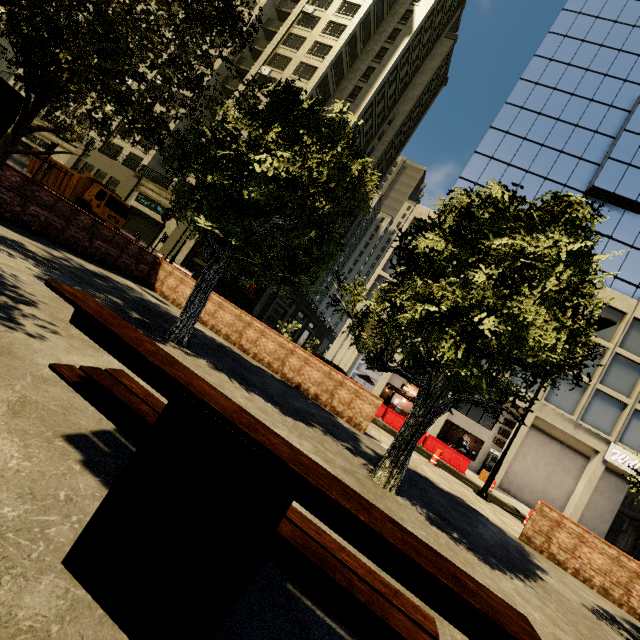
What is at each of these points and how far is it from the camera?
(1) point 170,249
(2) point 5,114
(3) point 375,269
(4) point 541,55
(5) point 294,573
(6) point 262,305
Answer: (1) building, 29.2 meters
(2) phone booth, 7.3 meters
(3) building, 27.1 meters
(4) building, 31.3 meters
(5) bench, 1.5 meters
(6) building, 34.3 meters

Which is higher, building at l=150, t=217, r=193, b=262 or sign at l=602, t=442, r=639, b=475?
sign at l=602, t=442, r=639, b=475

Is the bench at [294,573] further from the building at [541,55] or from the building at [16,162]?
the building at [16,162]

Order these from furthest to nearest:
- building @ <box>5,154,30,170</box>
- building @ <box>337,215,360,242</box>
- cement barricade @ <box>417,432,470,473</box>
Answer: building @ <box>337,215,360,242</box> → building @ <box>5,154,30,170</box> → cement barricade @ <box>417,432,470,473</box>

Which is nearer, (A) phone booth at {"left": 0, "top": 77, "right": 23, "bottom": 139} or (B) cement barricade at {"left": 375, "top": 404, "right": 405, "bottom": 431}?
(A) phone booth at {"left": 0, "top": 77, "right": 23, "bottom": 139}

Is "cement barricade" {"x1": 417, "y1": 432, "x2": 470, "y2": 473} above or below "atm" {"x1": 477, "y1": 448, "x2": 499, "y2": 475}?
below

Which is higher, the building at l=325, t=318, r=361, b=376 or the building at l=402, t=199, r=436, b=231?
the building at l=402, t=199, r=436, b=231

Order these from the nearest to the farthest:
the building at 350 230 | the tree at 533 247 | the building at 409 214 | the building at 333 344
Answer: the tree at 533 247
the building at 333 344
the building at 409 214
the building at 350 230
